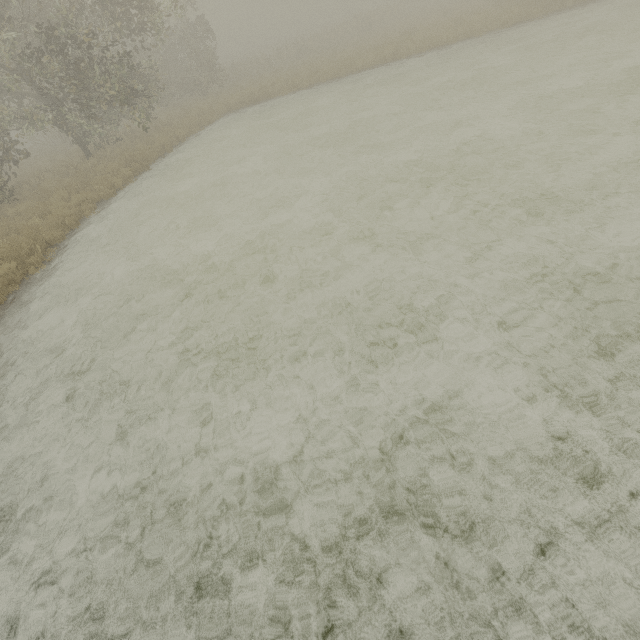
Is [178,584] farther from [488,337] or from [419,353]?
[488,337]

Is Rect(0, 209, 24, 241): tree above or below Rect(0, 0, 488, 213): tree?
below

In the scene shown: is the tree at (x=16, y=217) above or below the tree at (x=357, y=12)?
below

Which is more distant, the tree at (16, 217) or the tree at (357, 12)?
the tree at (357, 12)

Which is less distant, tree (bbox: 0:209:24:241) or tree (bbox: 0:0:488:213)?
tree (bbox: 0:209:24:241)
